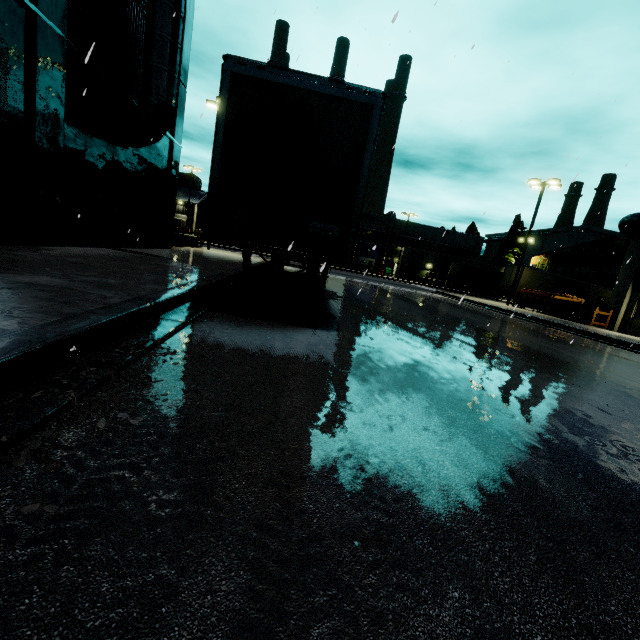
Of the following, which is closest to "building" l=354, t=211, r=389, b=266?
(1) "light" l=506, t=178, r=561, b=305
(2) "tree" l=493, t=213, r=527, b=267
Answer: (2) "tree" l=493, t=213, r=527, b=267

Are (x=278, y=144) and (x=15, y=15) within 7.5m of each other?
yes

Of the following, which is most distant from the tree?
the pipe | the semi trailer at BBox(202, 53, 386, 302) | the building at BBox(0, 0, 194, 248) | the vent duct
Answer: the vent duct

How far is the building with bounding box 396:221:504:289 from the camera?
50.1 meters

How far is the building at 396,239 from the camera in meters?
53.4 m

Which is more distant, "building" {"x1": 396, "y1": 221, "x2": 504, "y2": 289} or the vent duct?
"building" {"x1": 396, "y1": 221, "x2": 504, "y2": 289}

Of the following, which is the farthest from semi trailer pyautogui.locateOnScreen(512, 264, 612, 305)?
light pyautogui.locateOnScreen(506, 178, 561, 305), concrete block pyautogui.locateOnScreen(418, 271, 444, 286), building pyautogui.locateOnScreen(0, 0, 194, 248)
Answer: light pyautogui.locateOnScreen(506, 178, 561, 305)

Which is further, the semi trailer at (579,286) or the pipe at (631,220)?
the semi trailer at (579,286)
